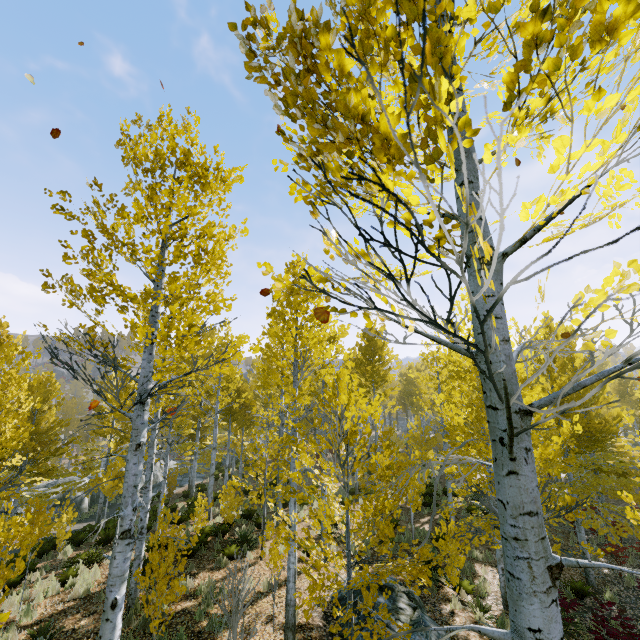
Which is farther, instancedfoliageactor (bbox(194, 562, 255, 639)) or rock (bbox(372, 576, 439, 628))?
rock (bbox(372, 576, 439, 628))

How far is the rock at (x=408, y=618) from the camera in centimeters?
740cm

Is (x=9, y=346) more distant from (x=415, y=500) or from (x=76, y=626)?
(x=415, y=500)

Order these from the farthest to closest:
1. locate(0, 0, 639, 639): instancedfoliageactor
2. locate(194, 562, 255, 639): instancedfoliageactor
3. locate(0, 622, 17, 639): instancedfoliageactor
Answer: locate(0, 622, 17, 639): instancedfoliageactor < locate(194, 562, 255, 639): instancedfoliageactor < locate(0, 0, 639, 639): instancedfoliageactor

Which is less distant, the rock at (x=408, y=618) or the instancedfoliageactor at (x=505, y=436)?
the instancedfoliageactor at (x=505, y=436)

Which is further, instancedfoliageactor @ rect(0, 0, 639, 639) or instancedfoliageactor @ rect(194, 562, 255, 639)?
instancedfoliageactor @ rect(194, 562, 255, 639)

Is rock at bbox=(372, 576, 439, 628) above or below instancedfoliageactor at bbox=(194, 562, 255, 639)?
above

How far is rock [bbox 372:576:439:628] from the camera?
7.40m
